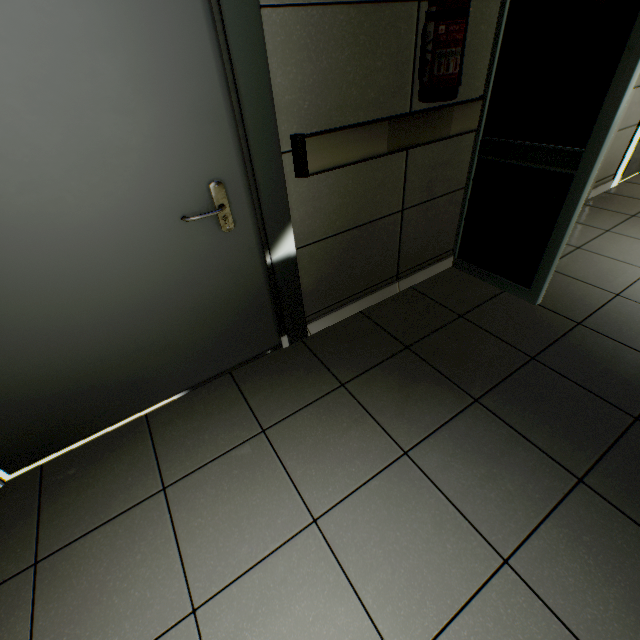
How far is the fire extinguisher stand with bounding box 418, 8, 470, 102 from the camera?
1.4m

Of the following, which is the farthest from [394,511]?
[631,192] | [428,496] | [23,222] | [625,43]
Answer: [631,192]

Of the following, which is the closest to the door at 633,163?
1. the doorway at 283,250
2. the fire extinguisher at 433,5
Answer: the fire extinguisher at 433,5

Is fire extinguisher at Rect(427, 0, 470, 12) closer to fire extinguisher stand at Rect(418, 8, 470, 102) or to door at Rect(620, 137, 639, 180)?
fire extinguisher stand at Rect(418, 8, 470, 102)

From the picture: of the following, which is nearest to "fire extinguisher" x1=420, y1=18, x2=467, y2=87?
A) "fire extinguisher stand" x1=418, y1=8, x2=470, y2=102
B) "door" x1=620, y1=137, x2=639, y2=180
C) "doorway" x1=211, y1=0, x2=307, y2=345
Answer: "fire extinguisher stand" x1=418, y1=8, x2=470, y2=102

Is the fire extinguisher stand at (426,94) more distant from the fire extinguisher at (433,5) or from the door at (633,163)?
the door at (633,163)

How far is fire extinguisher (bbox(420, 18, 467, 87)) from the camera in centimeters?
144cm

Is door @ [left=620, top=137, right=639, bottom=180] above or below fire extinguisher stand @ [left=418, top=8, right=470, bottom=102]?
below
